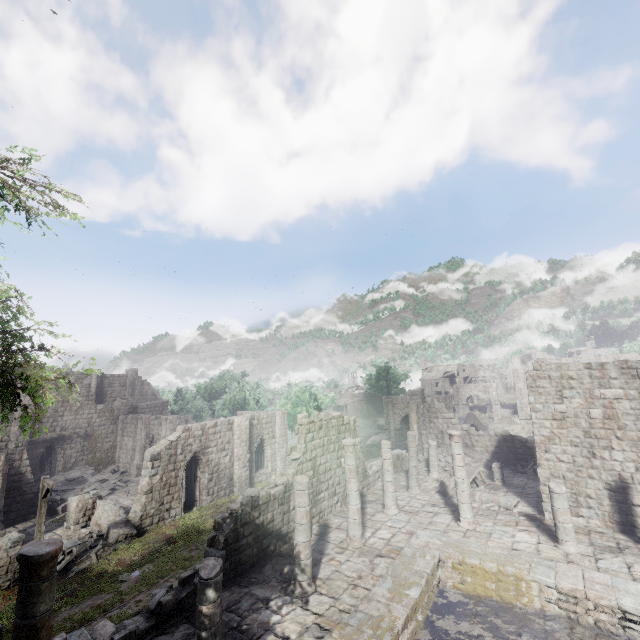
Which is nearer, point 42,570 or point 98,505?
point 42,570

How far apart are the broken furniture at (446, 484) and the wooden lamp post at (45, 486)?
19.0m

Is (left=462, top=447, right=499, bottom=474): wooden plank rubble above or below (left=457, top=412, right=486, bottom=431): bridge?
above

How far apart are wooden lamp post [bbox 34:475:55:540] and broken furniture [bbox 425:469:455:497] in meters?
19.0

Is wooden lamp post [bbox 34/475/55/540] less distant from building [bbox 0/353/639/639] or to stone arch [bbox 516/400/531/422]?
building [bbox 0/353/639/639]

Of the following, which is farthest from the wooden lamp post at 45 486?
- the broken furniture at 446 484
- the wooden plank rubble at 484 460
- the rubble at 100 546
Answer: the wooden plank rubble at 484 460

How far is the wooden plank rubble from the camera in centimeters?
2223cm

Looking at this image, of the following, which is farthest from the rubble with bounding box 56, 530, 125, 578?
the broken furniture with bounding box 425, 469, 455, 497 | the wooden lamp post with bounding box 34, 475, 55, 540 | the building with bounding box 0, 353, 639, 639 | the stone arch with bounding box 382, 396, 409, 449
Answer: the stone arch with bounding box 382, 396, 409, 449
